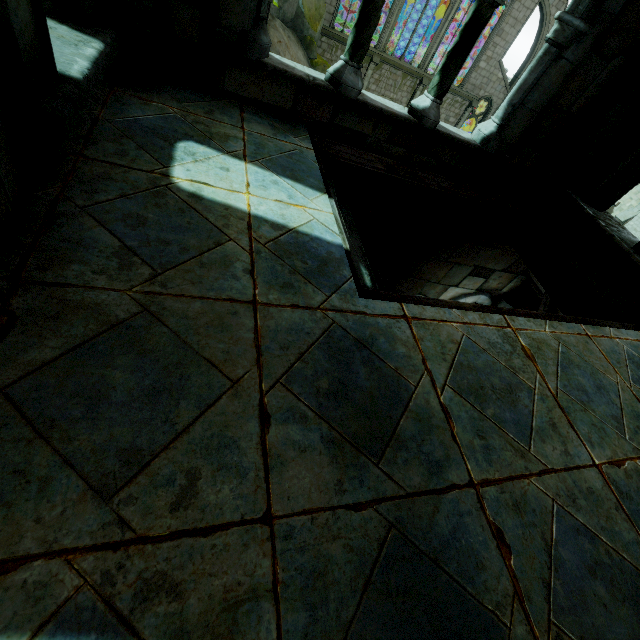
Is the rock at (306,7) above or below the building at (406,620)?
below

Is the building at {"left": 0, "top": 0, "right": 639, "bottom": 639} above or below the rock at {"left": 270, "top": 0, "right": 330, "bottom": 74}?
above

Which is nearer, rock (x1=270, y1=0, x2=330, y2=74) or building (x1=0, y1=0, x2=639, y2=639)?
building (x1=0, y1=0, x2=639, y2=639)

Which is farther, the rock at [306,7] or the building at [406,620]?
the rock at [306,7]

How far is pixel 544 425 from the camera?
1.85m
